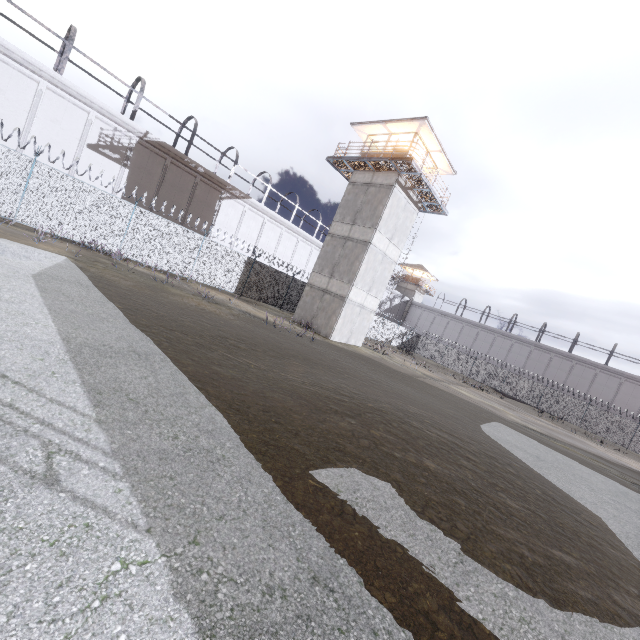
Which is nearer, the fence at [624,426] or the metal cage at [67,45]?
the metal cage at [67,45]

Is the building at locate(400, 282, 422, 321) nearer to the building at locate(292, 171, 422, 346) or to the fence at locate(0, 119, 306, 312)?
the fence at locate(0, 119, 306, 312)

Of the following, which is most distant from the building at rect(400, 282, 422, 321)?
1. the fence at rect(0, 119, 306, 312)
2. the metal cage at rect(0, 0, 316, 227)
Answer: the fence at rect(0, 119, 306, 312)

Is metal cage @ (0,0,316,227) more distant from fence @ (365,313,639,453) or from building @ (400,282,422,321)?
fence @ (365,313,639,453)

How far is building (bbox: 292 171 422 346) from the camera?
21.5 meters

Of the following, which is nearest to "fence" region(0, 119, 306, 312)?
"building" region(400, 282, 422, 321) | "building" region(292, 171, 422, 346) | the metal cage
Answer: "building" region(292, 171, 422, 346)

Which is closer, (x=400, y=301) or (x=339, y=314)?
(x=339, y=314)

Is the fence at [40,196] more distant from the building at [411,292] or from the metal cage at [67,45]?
the building at [411,292]
